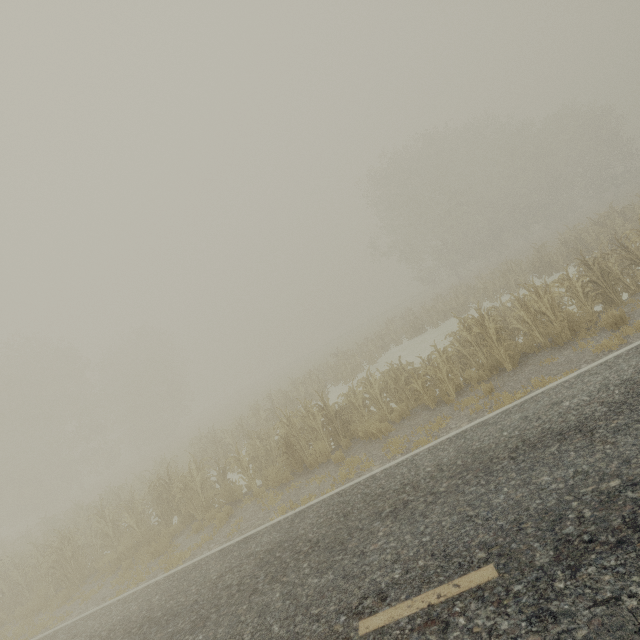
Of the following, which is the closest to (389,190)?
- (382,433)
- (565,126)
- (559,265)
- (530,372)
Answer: (565,126)
